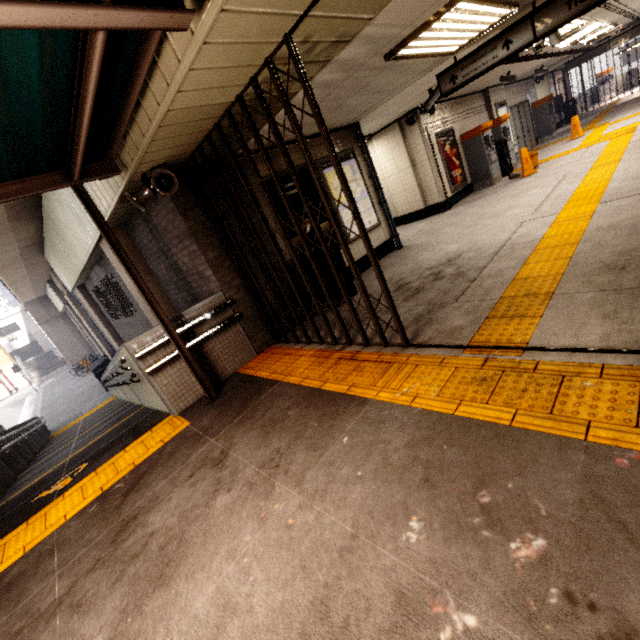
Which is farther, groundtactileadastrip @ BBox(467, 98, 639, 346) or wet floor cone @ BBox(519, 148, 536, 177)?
wet floor cone @ BBox(519, 148, 536, 177)

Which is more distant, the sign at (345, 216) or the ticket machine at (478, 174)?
the ticket machine at (478, 174)

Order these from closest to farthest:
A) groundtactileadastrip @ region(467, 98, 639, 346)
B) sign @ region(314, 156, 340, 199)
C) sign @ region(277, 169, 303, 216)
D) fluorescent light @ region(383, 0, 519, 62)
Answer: groundtactileadastrip @ region(467, 98, 639, 346)
fluorescent light @ region(383, 0, 519, 62)
sign @ region(277, 169, 303, 216)
sign @ region(314, 156, 340, 199)

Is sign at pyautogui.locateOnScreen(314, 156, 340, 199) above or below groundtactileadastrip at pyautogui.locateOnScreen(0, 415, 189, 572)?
above

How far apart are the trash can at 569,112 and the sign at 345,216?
19.8 meters

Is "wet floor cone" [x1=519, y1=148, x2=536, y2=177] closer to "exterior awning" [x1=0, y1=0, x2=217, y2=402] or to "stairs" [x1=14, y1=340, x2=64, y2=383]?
"exterior awning" [x1=0, y1=0, x2=217, y2=402]

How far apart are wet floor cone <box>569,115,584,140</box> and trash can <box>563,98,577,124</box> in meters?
9.3 m

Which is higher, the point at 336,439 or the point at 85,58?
the point at 85,58
